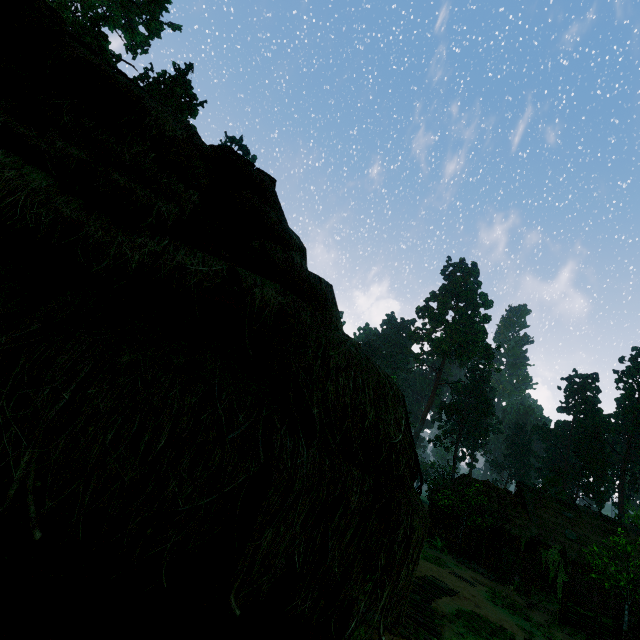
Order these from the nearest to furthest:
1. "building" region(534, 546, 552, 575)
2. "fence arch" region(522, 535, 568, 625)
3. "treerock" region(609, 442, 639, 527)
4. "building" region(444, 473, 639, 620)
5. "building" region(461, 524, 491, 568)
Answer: "fence arch" region(522, 535, 568, 625) → "building" region(461, 524, 491, 568) → "building" region(444, 473, 639, 620) → "building" region(534, 546, 552, 575) → "treerock" region(609, 442, 639, 527)

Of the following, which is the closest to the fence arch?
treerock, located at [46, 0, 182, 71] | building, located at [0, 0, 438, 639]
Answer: treerock, located at [46, 0, 182, 71]

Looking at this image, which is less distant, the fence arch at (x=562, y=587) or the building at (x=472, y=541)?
the fence arch at (x=562, y=587)

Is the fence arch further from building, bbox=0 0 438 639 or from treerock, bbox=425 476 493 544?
building, bbox=0 0 438 639

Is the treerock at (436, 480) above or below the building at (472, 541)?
above

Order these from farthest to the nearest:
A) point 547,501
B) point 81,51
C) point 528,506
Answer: point 547,501 < point 528,506 < point 81,51

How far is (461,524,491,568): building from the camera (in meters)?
25.31
